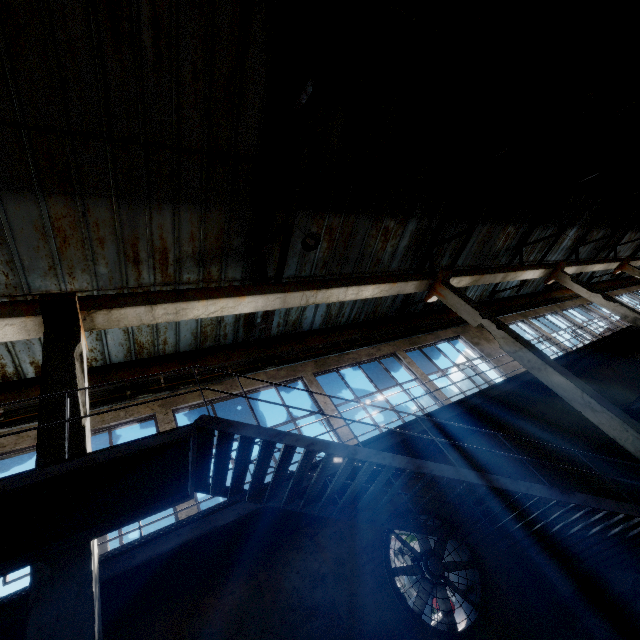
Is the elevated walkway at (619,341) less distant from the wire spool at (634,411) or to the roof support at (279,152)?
the wire spool at (634,411)

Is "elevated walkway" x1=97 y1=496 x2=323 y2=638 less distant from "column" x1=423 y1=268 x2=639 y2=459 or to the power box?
"column" x1=423 y1=268 x2=639 y2=459

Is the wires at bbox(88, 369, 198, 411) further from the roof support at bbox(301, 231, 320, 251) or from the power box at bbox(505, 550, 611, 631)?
the power box at bbox(505, 550, 611, 631)

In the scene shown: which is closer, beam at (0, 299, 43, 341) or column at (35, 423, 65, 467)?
column at (35, 423, 65, 467)

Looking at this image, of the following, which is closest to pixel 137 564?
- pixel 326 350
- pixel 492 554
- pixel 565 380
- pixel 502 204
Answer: pixel 492 554

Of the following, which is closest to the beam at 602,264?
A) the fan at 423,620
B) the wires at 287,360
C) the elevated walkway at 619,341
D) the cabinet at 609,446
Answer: the wires at 287,360

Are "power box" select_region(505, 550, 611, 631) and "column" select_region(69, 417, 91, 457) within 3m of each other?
no

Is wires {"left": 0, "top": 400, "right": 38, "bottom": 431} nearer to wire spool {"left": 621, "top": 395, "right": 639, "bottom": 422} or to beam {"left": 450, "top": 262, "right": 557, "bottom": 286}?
beam {"left": 450, "top": 262, "right": 557, "bottom": 286}
